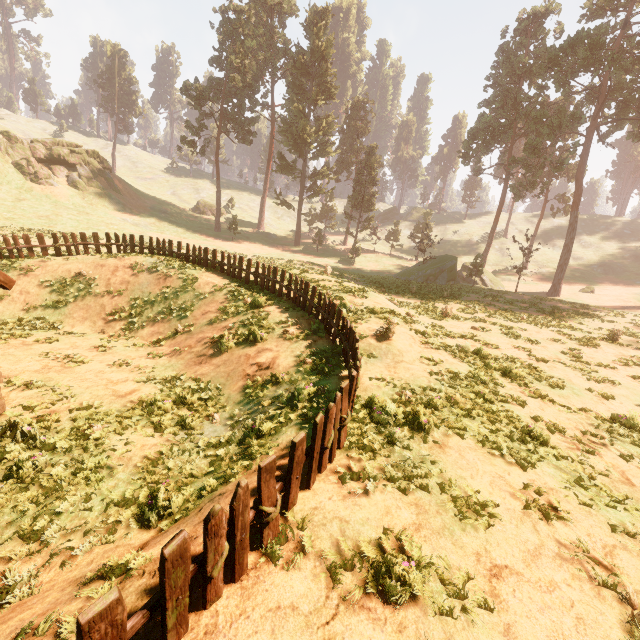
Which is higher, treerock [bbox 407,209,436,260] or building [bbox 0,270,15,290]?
treerock [bbox 407,209,436,260]

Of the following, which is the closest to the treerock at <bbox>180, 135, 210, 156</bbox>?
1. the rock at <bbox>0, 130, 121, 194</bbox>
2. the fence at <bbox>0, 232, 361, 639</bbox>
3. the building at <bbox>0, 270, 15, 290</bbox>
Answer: the building at <bbox>0, 270, 15, 290</bbox>

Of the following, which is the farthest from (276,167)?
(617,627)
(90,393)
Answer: (617,627)

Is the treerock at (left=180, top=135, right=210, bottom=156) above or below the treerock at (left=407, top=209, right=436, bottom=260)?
above

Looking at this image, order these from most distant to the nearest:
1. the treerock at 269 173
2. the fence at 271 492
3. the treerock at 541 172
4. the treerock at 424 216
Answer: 1. the treerock at 269 173
2. the treerock at 424 216
3. the treerock at 541 172
4. the fence at 271 492

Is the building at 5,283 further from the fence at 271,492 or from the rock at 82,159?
the rock at 82,159

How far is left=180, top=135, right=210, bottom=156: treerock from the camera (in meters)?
45.59

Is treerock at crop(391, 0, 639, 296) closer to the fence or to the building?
the building
